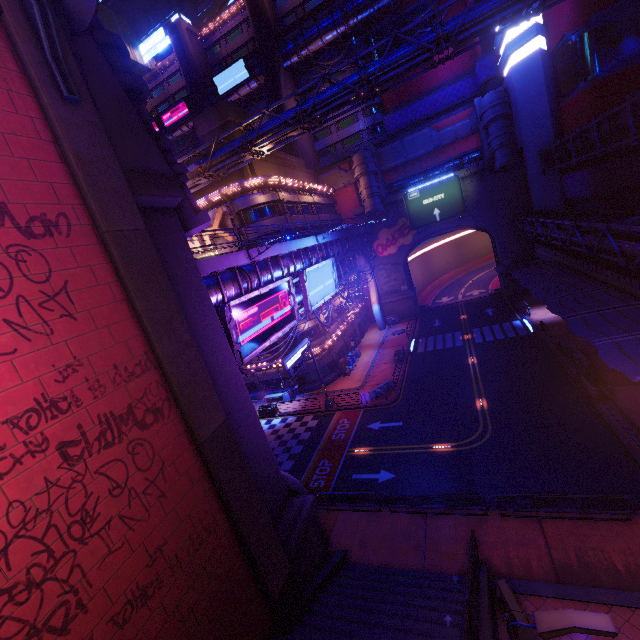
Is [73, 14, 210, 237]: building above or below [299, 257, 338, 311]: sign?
above

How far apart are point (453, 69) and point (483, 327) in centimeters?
4004cm

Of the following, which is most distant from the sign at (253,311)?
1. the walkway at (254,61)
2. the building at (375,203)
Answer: the walkway at (254,61)

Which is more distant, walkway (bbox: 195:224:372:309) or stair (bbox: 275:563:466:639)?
walkway (bbox: 195:224:372:309)

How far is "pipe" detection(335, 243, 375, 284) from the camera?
33.8m

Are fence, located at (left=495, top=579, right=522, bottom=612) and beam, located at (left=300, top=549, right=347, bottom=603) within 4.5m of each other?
no

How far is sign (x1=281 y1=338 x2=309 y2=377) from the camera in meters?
25.6

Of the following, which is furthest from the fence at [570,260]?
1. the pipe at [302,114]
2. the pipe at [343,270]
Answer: the pipe at [343,270]
